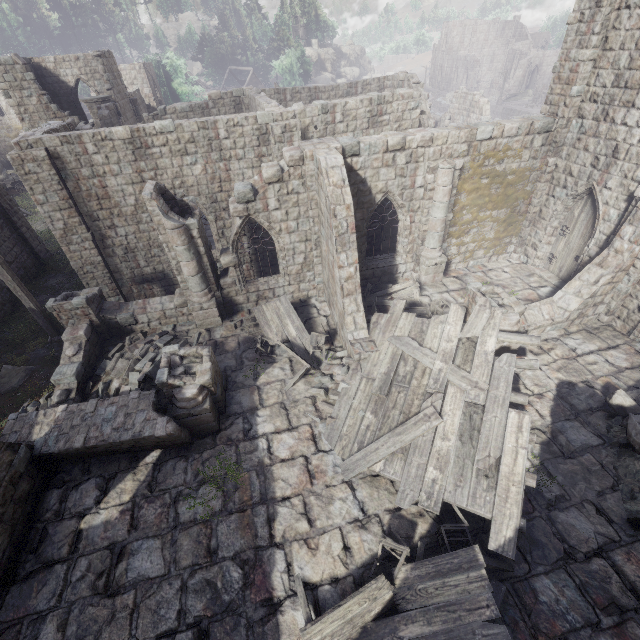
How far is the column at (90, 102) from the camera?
21.7 meters

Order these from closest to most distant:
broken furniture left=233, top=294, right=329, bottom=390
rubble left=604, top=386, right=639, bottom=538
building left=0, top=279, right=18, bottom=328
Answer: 1. rubble left=604, top=386, right=639, bottom=538
2. broken furniture left=233, top=294, right=329, bottom=390
3. building left=0, top=279, right=18, bottom=328

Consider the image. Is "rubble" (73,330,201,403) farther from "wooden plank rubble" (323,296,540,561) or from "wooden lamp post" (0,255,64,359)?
"wooden plank rubble" (323,296,540,561)

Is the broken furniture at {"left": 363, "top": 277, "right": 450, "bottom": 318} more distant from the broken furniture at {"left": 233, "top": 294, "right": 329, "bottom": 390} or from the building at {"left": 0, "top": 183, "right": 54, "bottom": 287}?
the broken furniture at {"left": 233, "top": 294, "right": 329, "bottom": 390}

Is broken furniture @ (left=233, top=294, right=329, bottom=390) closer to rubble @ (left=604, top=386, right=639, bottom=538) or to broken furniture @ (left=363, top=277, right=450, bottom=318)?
broken furniture @ (left=363, top=277, right=450, bottom=318)

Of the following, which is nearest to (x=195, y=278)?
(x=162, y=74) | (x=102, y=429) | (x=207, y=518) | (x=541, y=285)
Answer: (x=102, y=429)

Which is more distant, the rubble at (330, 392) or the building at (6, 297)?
the building at (6, 297)

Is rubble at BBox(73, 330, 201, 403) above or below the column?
below
